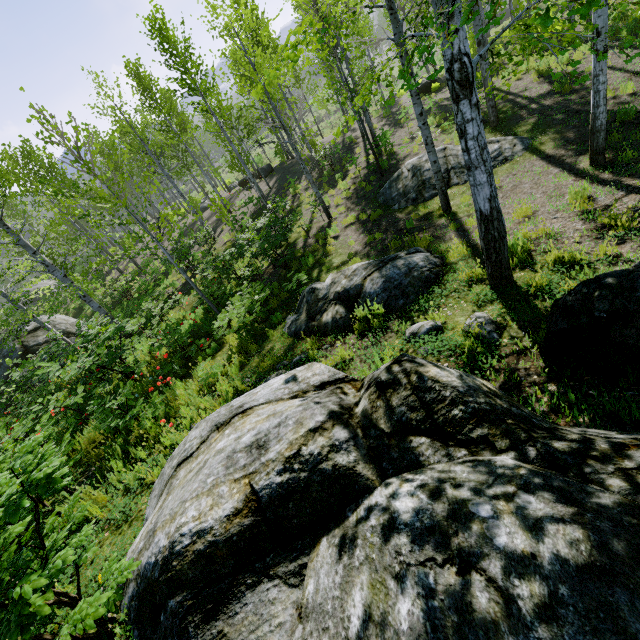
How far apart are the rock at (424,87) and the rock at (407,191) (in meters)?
13.01

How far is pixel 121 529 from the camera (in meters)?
3.66

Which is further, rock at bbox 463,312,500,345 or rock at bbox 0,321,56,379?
rock at bbox 0,321,56,379

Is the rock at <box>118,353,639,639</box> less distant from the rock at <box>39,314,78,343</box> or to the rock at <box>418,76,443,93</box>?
the rock at <box>39,314,78,343</box>

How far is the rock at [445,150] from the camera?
9.8m

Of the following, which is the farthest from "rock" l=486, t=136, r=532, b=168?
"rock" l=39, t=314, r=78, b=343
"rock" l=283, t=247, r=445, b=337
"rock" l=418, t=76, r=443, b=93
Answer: "rock" l=39, t=314, r=78, b=343

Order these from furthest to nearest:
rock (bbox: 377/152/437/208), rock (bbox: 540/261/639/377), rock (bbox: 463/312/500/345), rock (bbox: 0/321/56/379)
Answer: rock (bbox: 0/321/56/379) < rock (bbox: 377/152/437/208) < rock (bbox: 463/312/500/345) < rock (bbox: 540/261/639/377)
